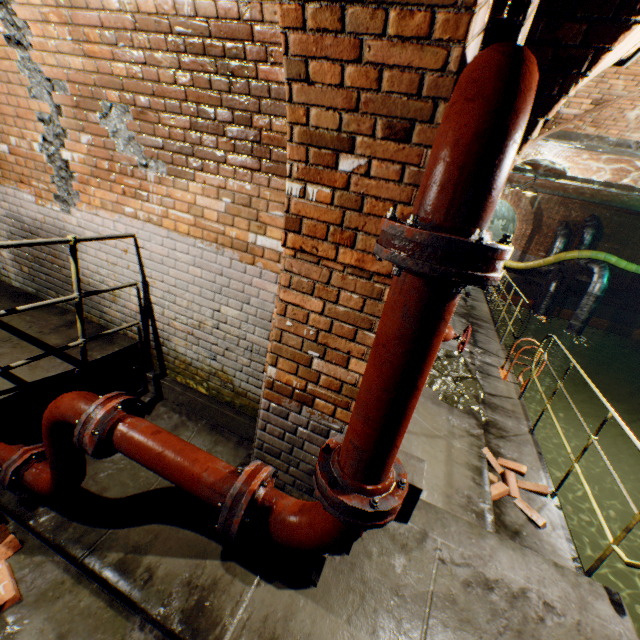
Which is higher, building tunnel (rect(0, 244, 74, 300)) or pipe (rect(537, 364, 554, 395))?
building tunnel (rect(0, 244, 74, 300))

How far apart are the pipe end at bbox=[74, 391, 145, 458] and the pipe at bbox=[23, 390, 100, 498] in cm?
8

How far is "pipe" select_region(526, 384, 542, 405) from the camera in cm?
1599

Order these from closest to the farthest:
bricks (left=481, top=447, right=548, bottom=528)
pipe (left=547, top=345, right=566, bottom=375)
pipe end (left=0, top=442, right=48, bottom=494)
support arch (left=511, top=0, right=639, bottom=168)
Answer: support arch (left=511, top=0, right=639, bottom=168) → pipe end (left=0, top=442, right=48, bottom=494) → bricks (left=481, top=447, right=548, bottom=528) → pipe (left=547, top=345, right=566, bottom=375)

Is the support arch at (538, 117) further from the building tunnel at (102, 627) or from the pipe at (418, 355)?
the pipe at (418, 355)

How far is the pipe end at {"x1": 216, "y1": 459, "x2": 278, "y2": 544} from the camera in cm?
154

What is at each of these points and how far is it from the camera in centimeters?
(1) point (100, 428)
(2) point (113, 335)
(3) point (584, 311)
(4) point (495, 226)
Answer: (1) pipe end, 185cm
(2) walkway, 367cm
(3) pipe, 1423cm
(4) building tunnel, 2609cm

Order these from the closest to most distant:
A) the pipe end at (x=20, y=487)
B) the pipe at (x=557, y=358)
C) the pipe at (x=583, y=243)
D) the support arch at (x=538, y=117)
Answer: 1. the support arch at (x=538, y=117)
2. the pipe end at (x=20, y=487)
3. the pipe at (x=557, y=358)
4. the pipe at (x=583, y=243)
